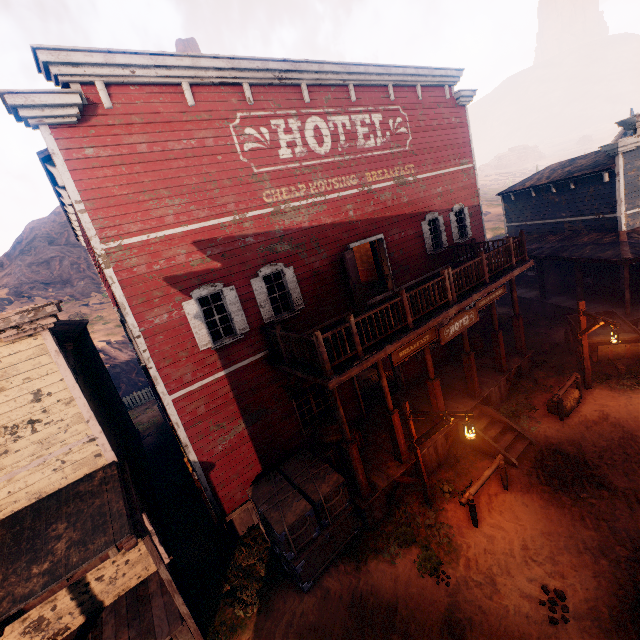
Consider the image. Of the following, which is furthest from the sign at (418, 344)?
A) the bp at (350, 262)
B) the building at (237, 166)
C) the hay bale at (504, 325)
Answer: the hay bale at (504, 325)

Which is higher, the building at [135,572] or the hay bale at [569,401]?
the building at [135,572]

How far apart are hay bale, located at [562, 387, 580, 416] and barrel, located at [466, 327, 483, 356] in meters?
3.1

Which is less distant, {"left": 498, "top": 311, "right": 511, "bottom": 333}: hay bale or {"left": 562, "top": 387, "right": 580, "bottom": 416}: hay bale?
{"left": 562, "top": 387, "right": 580, "bottom": 416}: hay bale

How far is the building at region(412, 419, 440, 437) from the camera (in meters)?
10.48

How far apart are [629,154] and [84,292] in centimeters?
4804cm

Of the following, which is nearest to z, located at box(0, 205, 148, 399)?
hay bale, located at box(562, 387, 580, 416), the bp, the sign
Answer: hay bale, located at box(562, 387, 580, 416)

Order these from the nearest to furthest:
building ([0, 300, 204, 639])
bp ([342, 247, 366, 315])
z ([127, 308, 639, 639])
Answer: building ([0, 300, 204, 639]), z ([127, 308, 639, 639]), bp ([342, 247, 366, 315])
